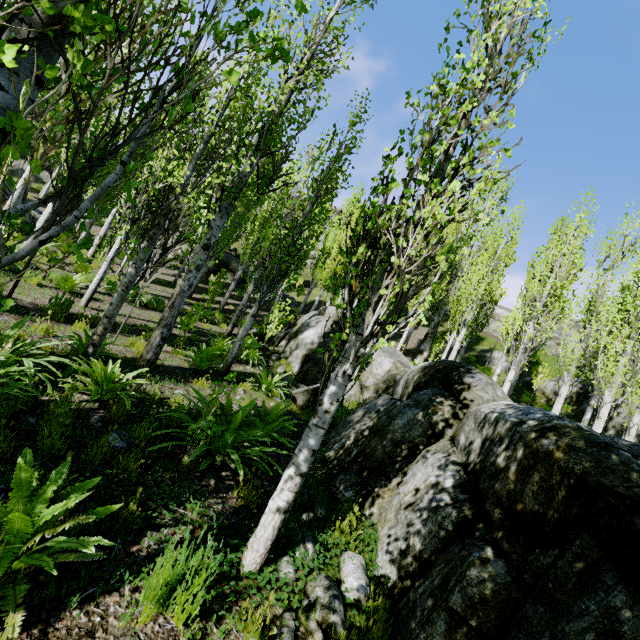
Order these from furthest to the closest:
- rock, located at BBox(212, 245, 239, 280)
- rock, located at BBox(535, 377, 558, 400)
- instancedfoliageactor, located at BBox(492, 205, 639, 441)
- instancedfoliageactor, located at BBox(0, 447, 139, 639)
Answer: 1. rock, located at BBox(212, 245, 239, 280)
2. rock, located at BBox(535, 377, 558, 400)
3. instancedfoliageactor, located at BBox(492, 205, 639, 441)
4. instancedfoliageactor, located at BBox(0, 447, 139, 639)

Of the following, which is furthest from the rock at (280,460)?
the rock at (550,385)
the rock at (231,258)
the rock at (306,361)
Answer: the rock at (231,258)

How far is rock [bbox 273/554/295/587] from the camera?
2.79m

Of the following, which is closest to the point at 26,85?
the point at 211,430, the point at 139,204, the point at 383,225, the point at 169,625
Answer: the point at 383,225

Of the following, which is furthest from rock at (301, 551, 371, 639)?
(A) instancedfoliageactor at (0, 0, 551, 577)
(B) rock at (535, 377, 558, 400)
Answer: (B) rock at (535, 377, 558, 400)

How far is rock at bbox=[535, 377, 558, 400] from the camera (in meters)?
19.53

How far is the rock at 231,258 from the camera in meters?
27.4 m

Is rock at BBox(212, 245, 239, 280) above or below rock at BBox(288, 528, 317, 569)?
above
